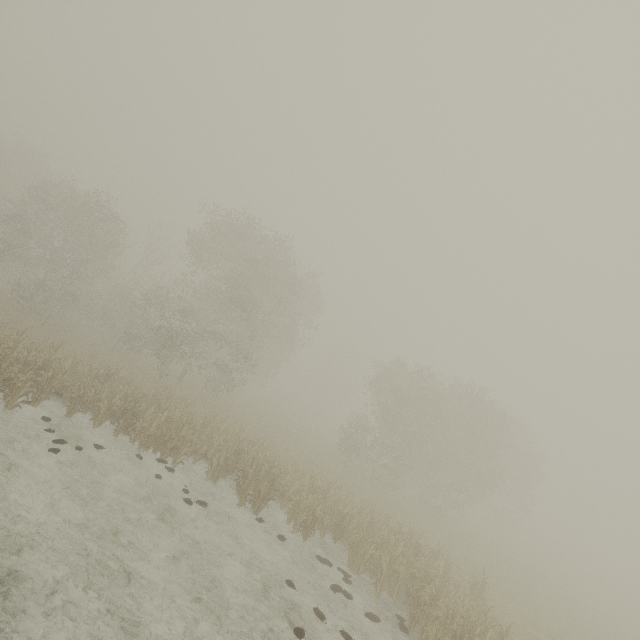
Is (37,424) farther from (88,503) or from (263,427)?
(263,427)
